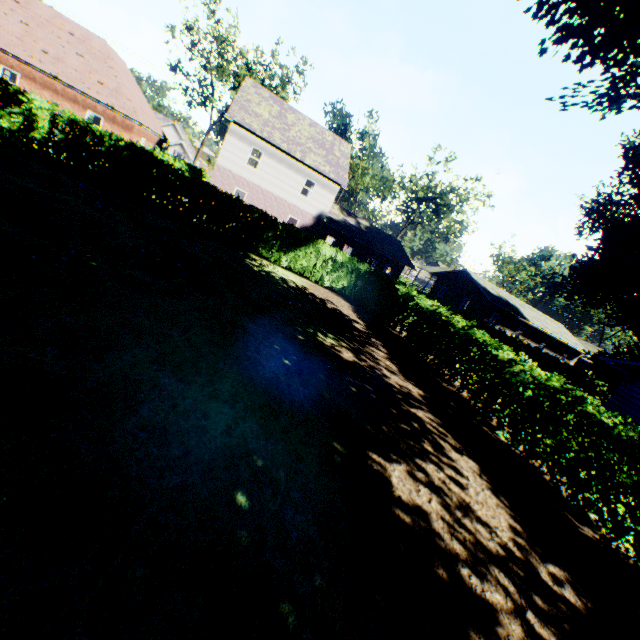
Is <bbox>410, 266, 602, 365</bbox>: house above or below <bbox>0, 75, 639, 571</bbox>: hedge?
above

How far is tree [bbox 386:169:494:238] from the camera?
40.8 meters

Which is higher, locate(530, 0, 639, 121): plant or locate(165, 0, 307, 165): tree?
locate(165, 0, 307, 165): tree

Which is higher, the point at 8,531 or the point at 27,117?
the point at 27,117

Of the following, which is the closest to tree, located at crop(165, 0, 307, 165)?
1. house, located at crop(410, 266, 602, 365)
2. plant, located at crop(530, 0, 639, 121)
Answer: plant, located at crop(530, 0, 639, 121)

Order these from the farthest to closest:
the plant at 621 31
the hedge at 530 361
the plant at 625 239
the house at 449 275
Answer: the house at 449 275
the plant at 625 239
the hedge at 530 361
the plant at 621 31

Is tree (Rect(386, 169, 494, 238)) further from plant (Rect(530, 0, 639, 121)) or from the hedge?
the hedge

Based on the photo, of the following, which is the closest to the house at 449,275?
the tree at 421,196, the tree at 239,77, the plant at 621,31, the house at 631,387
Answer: the plant at 621,31
